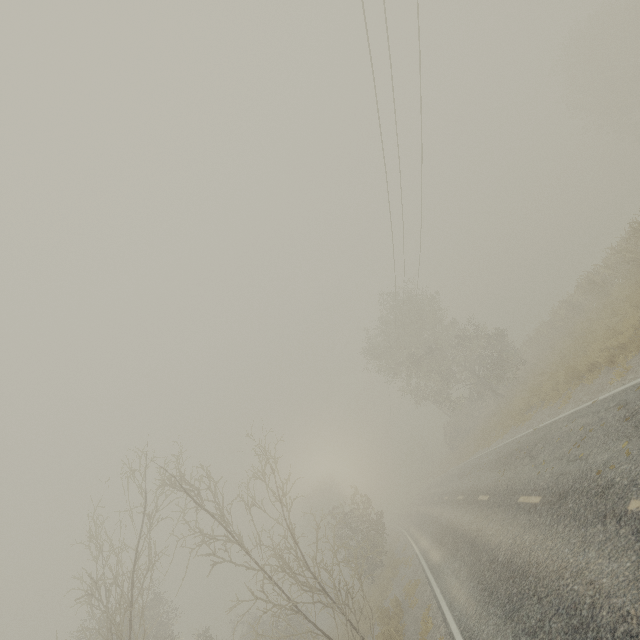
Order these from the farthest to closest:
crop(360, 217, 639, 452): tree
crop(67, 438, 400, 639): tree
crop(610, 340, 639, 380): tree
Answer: crop(360, 217, 639, 452): tree, crop(67, 438, 400, 639): tree, crop(610, 340, 639, 380): tree

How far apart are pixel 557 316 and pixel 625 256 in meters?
8.9

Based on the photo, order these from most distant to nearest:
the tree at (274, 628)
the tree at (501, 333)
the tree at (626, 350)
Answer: the tree at (501, 333)
the tree at (274, 628)
the tree at (626, 350)

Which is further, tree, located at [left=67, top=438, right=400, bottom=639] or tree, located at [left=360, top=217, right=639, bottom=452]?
tree, located at [left=360, top=217, right=639, bottom=452]

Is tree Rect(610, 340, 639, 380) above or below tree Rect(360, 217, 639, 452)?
below

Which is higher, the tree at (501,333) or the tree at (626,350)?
the tree at (501,333)
